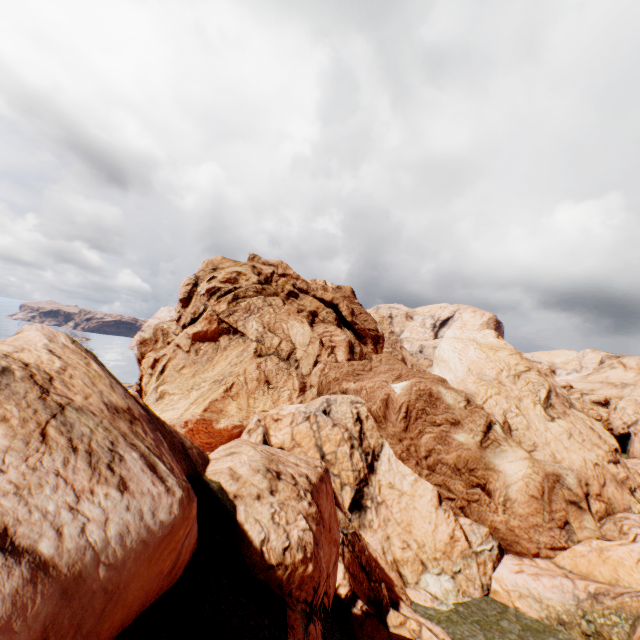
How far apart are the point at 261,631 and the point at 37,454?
4.2m
